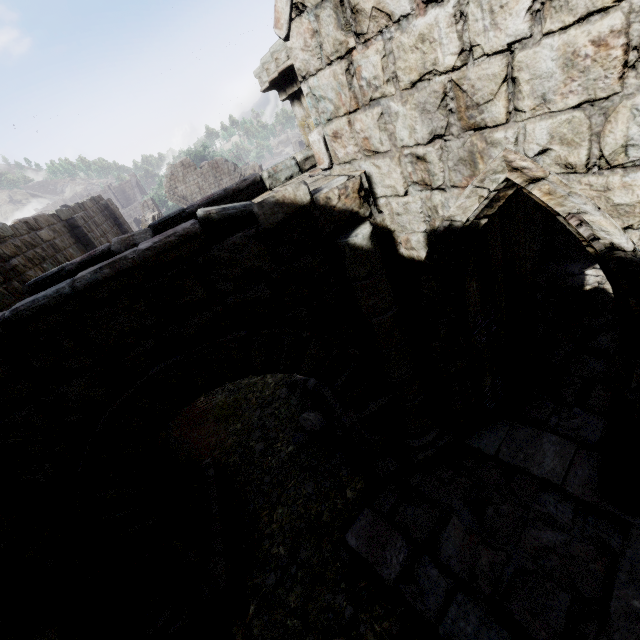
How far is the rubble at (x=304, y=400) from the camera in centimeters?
613cm

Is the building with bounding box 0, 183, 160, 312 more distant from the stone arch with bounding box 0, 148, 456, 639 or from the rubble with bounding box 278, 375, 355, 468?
the rubble with bounding box 278, 375, 355, 468

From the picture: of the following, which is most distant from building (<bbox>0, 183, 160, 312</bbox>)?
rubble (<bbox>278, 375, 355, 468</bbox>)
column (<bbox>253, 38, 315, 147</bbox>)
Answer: rubble (<bbox>278, 375, 355, 468</bbox>)

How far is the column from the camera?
3.4m

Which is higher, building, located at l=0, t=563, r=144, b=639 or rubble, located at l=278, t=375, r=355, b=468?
building, located at l=0, t=563, r=144, b=639

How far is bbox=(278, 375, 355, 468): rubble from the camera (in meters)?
6.13

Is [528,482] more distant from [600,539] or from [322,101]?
[322,101]

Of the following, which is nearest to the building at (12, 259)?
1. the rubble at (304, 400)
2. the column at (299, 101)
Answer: the column at (299, 101)
